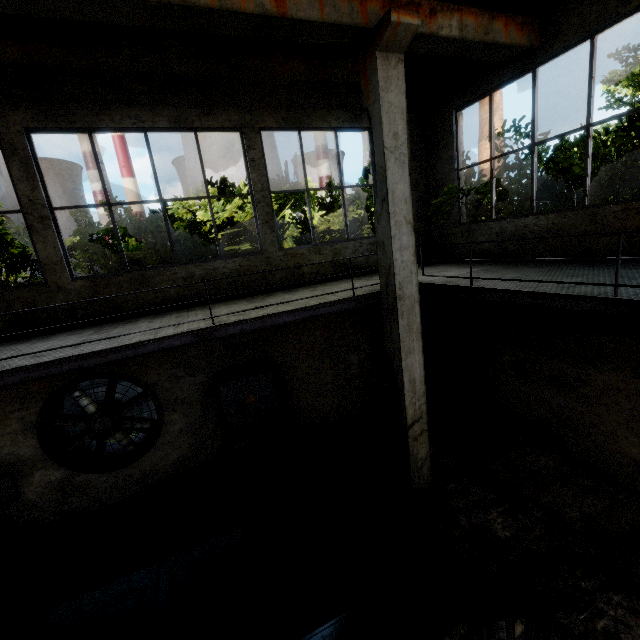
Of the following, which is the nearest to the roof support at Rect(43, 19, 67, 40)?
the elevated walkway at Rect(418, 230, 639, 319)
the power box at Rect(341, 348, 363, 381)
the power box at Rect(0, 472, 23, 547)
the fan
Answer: the elevated walkway at Rect(418, 230, 639, 319)

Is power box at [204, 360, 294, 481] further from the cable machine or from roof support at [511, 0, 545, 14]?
roof support at [511, 0, 545, 14]

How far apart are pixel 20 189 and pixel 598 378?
10.8m

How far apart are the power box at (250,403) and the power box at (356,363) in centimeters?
193cm

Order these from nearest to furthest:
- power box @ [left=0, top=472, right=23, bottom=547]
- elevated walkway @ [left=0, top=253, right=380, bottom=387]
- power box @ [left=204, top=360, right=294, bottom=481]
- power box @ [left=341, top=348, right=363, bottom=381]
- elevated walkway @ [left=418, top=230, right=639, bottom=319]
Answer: elevated walkway @ [left=418, top=230, right=639, bottom=319] < elevated walkway @ [left=0, top=253, right=380, bottom=387] < power box @ [left=0, top=472, right=23, bottom=547] < power box @ [left=204, top=360, right=294, bottom=481] < power box @ [left=341, top=348, right=363, bottom=381]

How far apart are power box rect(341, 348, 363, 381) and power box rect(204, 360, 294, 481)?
1.93m

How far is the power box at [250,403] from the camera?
7.1 meters

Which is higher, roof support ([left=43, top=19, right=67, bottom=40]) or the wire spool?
roof support ([left=43, top=19, right=67, bottom=40])
